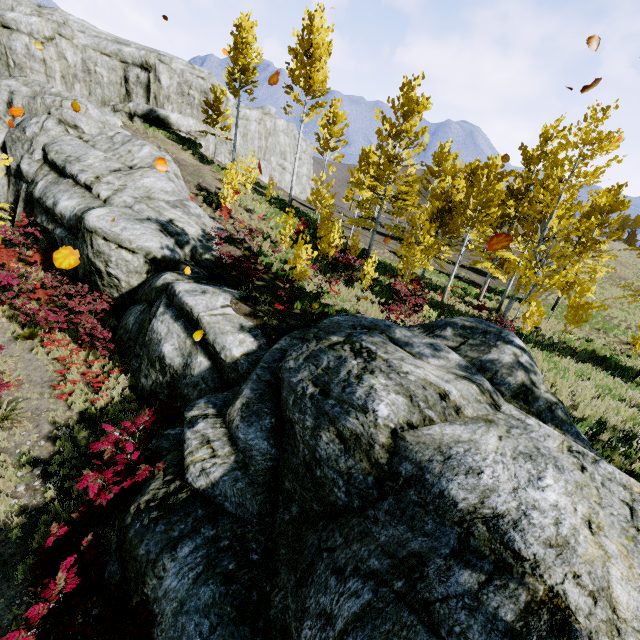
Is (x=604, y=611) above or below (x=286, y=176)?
below

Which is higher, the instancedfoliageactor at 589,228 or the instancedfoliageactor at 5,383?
the instancedfoliageactor at 589,228

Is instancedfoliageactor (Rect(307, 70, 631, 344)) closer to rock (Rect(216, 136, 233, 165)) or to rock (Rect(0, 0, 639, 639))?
rock (Rect(0, 0, 639, 639))

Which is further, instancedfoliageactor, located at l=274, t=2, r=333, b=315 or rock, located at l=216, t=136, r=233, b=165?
rock, located at l=216, t=136, r=233, b=165

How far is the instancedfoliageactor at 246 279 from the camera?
11.0m

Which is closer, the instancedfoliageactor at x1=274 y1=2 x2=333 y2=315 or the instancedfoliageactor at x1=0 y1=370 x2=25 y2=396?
the instancedfoliageactor at x1=0 y1=370 x2=25 y2=396

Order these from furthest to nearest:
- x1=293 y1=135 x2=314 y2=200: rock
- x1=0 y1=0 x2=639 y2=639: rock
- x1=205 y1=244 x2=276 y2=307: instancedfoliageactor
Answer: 1. x1=293 y1=135 x2=314 y2=200: rock
2. x1=205 y1=244 x2=276 y2=307: instancedfoliageactor
3. x1=0 y1=0 x2=639 y2=639: rock
